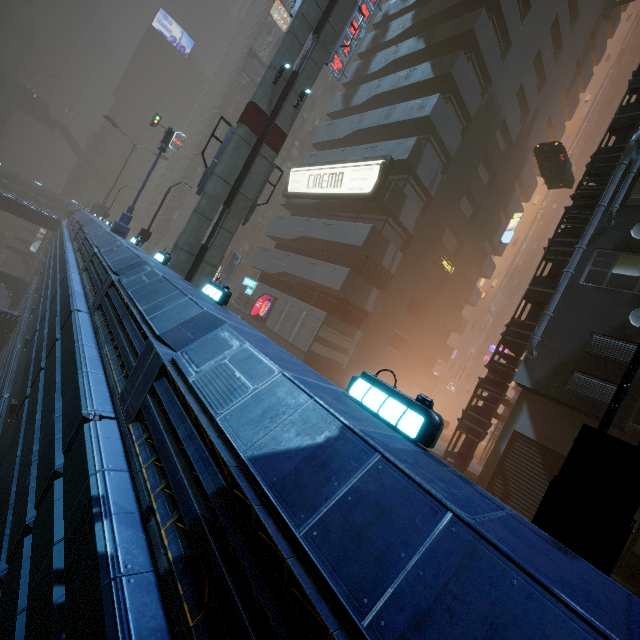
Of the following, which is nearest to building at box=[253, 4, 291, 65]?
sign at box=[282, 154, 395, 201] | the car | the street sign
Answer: sign at box=[282, 154, 395, 201]

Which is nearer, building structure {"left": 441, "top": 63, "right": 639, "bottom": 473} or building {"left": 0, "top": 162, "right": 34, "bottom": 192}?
building structure {"left": 441, "top": 63, "right": 639, "bottom": 473}

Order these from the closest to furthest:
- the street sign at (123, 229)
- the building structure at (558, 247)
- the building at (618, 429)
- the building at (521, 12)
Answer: the building at (521, 12) < the building at (618, 429) < the building structure at (558, 247) < the street sign at (123, 229)

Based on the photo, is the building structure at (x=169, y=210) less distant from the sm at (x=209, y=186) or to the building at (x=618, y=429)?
the building at (x=618, y=429)

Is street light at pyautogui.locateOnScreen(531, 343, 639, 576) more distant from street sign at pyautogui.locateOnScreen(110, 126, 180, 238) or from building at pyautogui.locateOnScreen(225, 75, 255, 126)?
street sign at pyautogui.locateOnScreen(110, 126, 180, 238)

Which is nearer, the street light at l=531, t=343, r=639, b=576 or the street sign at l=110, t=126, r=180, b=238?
the street light at l=531, t=343, r=639, b=576

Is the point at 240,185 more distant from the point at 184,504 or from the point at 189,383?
the point at 184,504

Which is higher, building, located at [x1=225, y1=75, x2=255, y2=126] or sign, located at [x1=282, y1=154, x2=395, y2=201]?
building, located at [x1=225, y1=75, x2=255, y2=126]
